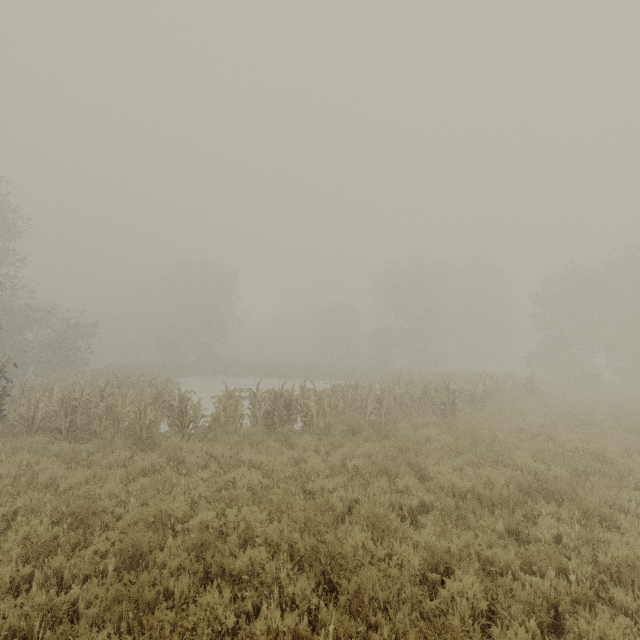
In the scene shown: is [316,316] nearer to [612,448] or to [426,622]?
[612,448]
